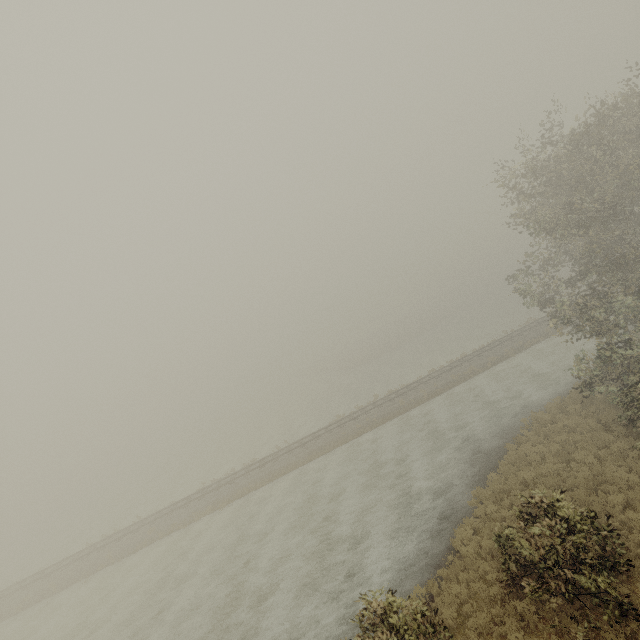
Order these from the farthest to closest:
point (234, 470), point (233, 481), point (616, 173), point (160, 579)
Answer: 1. point (234, 470)
2. point (233, 481)
3. point (160, 579)
4. point (616, 173)
